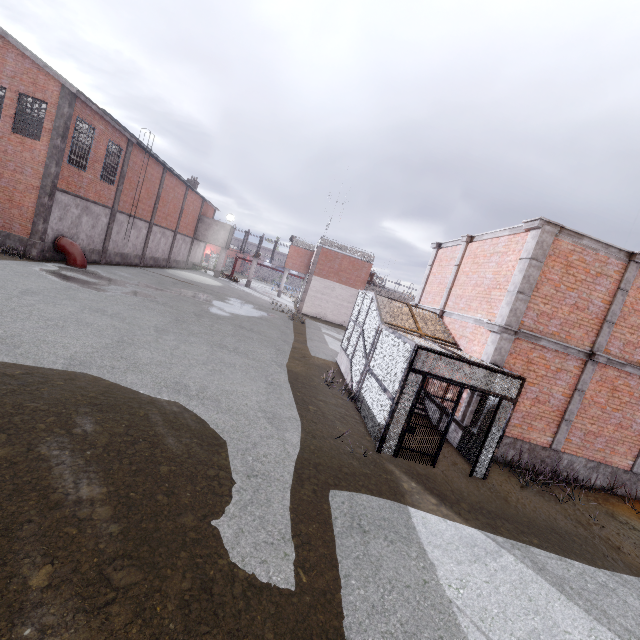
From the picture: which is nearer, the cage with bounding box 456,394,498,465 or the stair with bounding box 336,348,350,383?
the cage with bounding box 456,394,498,465

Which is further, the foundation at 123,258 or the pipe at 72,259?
the foundation at 123,258

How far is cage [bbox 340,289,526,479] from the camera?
7.9m

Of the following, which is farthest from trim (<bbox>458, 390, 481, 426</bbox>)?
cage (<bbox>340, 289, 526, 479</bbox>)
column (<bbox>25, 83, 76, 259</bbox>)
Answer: column (<bbox>25, 83, 76, 259</bbox>)

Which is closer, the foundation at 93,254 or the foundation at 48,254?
the foundation at 48,254

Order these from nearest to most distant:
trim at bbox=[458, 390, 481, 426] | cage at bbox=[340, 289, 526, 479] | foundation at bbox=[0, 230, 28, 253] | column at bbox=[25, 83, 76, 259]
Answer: cage at bbox=[340, 289, 526, 479] → trim at bbox=[458, 390, 481, 426] → column at bbox=[25, 83, 76, 259] → foundation at bbox=[0, 230, 28, 253]

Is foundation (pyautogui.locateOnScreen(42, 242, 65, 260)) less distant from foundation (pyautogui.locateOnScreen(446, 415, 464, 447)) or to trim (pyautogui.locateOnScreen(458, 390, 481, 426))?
trim (pyautogui.locateOnScreen(458, 390, 481, 426))

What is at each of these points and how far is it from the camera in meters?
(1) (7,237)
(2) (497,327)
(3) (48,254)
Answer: (1) foundation, 17.1
(2) trim, 9.3
(3) foundation, 18.2
